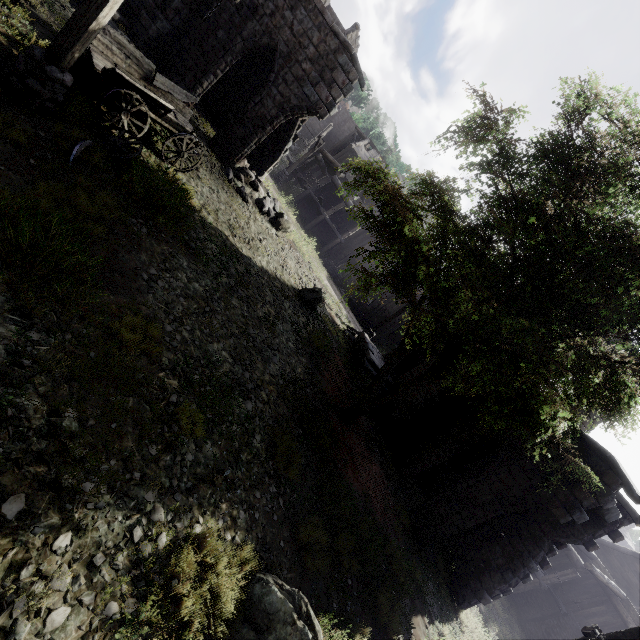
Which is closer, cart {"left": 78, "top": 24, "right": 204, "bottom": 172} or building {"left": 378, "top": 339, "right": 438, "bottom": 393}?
cart {"left": 78, "top": 24, "right": 204, "bottom": 172}

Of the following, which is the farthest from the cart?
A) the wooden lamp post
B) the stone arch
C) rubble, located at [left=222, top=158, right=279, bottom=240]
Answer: the stone arch

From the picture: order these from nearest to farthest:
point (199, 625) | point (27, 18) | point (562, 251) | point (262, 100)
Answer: point (199, 625) → point (562, 251) → point (27, 18) → point (262, 100)

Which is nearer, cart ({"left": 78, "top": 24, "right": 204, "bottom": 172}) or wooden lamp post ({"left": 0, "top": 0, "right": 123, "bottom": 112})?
wooden lamp post ({"left": 0, "top": 0, "right": 123, "bottom": 112})

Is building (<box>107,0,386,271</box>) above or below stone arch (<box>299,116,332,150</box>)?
below

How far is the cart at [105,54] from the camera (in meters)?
7.48

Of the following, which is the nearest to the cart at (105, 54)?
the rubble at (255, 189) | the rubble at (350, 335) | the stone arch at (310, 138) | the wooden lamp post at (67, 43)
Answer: the wooden lamp post at (67, 43)
